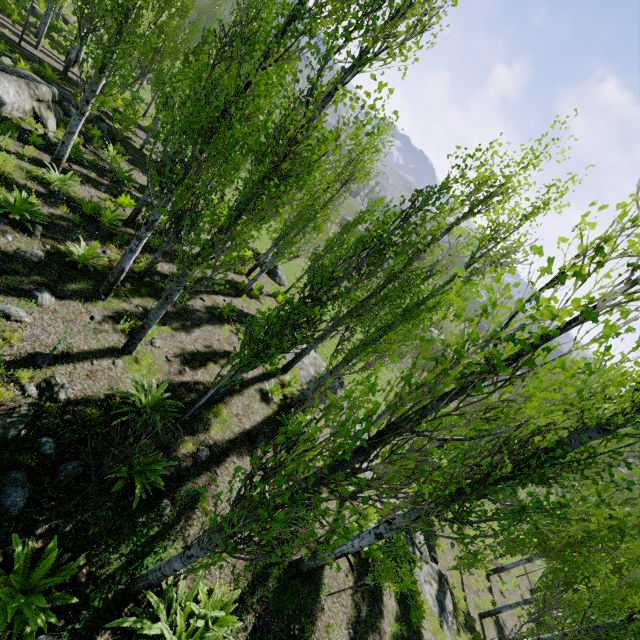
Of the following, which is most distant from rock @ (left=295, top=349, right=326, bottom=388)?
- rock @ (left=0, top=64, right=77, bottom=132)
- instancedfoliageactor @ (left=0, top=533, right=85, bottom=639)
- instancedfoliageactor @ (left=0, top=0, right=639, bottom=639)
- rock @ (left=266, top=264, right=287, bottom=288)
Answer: instancedfoliageactor @ (left=0, top=533, right=85, bottom=639)

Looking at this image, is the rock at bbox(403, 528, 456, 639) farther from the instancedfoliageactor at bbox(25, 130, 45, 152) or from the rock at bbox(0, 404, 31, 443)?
the rock at bbox(0, 404, 31, 443)

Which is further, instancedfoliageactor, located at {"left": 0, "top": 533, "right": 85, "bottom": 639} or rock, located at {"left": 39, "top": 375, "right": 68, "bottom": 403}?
rock, located at {"left": 39, "top": 375, "right": 68, "bottom": 403}

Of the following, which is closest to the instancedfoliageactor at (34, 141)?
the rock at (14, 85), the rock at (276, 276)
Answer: the rock at (14, 85)

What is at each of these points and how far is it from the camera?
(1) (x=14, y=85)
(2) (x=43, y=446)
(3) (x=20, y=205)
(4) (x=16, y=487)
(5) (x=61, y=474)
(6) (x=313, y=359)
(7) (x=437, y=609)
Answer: (1) rock, 10.6m
(2) rock, 4.9m
(3) instancedfoliageactor, 7.7m
(4) rock, 4.3m
(5) rock, 4.8m
(6) rock, 17.2m
(7) rock, 11.7m

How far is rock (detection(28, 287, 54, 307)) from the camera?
6.6 meters

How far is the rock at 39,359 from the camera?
5.7m

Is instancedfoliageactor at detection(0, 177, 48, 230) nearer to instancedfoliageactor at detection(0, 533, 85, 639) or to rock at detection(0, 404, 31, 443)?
rock at detection(0, 404, 31, 443)
